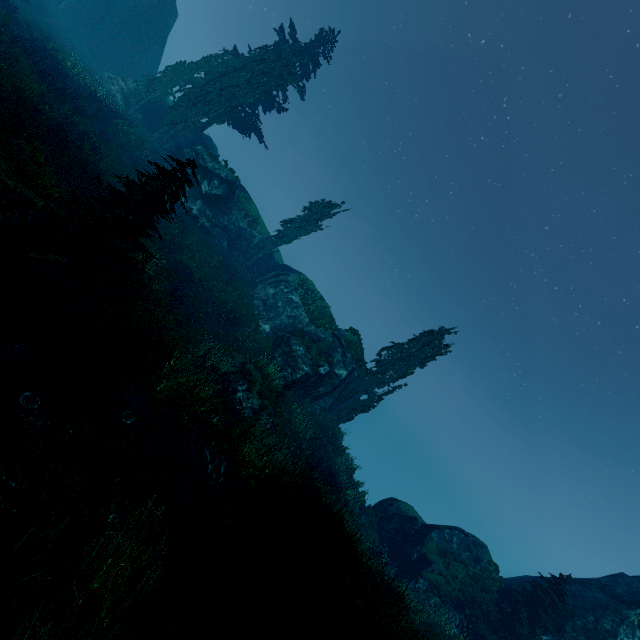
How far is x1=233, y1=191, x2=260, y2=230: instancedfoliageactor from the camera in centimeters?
3058cm

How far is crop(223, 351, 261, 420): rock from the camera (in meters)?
15.20

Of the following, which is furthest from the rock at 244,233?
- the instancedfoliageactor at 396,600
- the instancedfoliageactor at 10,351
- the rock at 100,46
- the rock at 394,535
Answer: the instancedfoliageactor at 10,351

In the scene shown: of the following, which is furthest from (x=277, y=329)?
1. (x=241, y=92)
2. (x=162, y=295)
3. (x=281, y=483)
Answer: (x=241, y=92)

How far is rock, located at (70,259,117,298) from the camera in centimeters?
1014cm

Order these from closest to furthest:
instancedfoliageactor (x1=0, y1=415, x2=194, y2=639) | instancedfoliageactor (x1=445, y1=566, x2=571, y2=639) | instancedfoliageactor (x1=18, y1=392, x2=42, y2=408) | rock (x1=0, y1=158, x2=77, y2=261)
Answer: instancedfoliageactor (x1=0, y1=415, x2=194, y2=639) < instancedfoliageactor (x1=18, y1=392, x2=42, y2=408) < rock (x1=0, y1=158, x2=77, y2=261) < instancedfoliageactor (x1=445, y1=566, x2=571, y2=639)

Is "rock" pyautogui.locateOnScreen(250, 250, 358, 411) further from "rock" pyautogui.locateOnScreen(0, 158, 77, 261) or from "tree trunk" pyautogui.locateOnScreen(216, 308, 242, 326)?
"rock" pyautogui.locateOnScreen(0, 158, 77, 261)

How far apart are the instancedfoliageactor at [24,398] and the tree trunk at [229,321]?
14.93m
